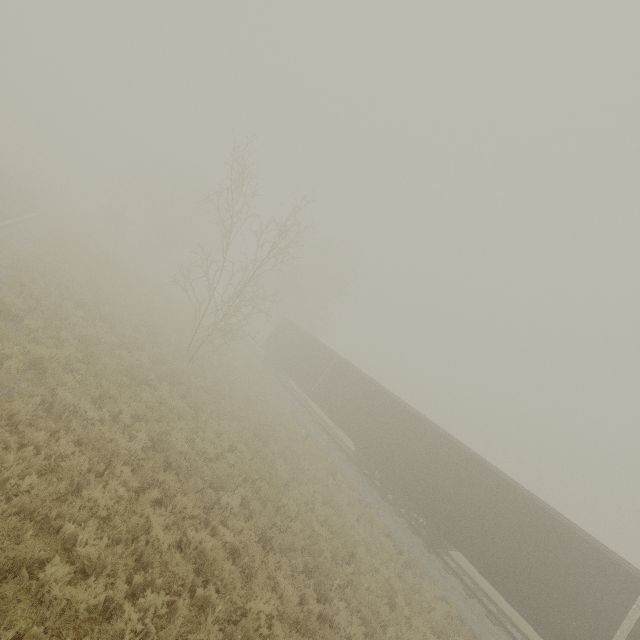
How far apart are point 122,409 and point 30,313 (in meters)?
4.59
